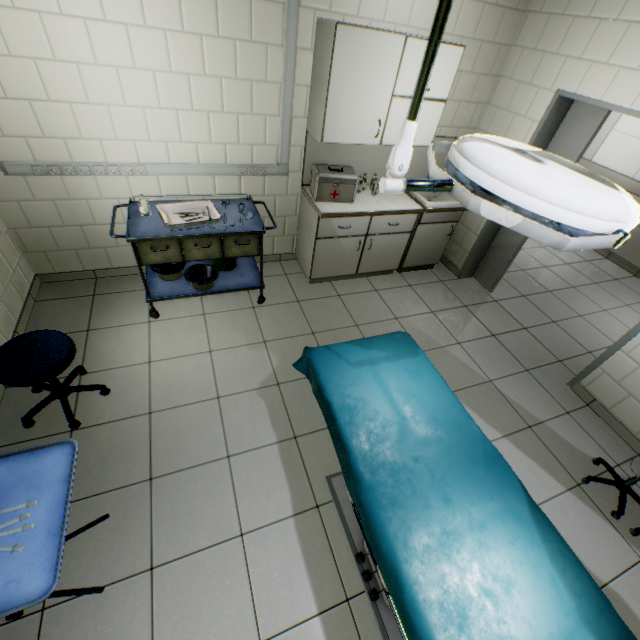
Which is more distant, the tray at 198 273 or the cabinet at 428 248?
the cabinet at 428 248

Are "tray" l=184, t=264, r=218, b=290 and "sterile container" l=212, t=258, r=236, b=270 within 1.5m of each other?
yes

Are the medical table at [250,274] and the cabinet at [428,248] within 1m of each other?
no

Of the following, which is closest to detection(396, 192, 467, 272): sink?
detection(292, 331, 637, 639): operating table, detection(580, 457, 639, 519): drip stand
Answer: detection(292, 331, 637, 639): operating table

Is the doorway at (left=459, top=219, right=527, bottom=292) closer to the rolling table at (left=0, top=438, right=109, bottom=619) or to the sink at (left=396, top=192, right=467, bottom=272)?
the sink at (left=396, top=192, right=467, bottom=272)

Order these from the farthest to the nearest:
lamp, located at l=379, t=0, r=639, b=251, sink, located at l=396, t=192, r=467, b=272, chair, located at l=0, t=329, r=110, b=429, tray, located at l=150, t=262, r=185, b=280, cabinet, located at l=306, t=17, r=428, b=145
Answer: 1. sink, located at l=396, t=192, r=467, b=272
2. tray, located at l=150, t=262, r=185, b=280
3. cabinet, located at l=306, t=17, r=428, b=145
4. chair, located at l=0, t=329, r=110, b=429
5. lamp, located at l=379, t=0, r=639, b=251

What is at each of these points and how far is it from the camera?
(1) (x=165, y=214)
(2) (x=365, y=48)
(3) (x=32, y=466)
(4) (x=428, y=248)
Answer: (1) tray, 2.7m
(2) cabinet, 2.5m
(3) rolling table, 1.4m
(4) cabinet, 4.1m

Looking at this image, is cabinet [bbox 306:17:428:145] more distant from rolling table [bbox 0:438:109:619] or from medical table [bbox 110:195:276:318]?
rolling table [bbox 0:438:109:619]
